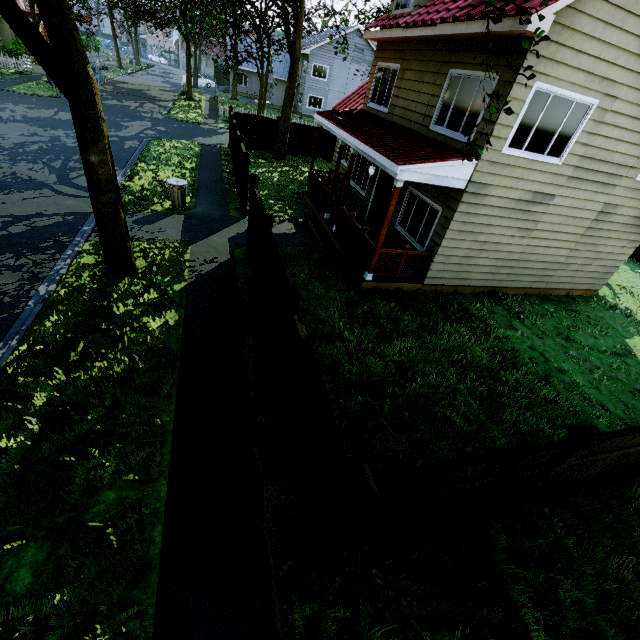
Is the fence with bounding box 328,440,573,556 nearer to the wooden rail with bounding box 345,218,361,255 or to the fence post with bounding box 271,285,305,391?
the fence post with bounding box 271,285,305,391

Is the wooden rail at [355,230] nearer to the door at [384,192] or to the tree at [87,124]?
the door at [384,192]

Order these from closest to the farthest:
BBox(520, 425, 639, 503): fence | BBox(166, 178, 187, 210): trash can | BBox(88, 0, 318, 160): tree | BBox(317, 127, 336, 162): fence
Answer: BBox(520, 425, 639, 503): fence
BBox(166, 178, 187, 210): trash can
BBox(88, 0, 318, 160): tree
BBox(317, 127, 336, 162): fence

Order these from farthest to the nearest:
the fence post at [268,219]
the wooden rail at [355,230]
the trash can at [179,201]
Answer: the trash can at [179,201] < the wooden rail at [355,230] < the fence post at [268,219]

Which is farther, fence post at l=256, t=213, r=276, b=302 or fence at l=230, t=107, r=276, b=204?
fence at l=230, t=107, r=276, b=204

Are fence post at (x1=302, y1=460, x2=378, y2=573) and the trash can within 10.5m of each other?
no

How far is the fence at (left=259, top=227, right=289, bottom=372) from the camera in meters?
5.6

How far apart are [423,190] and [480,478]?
8.38m
